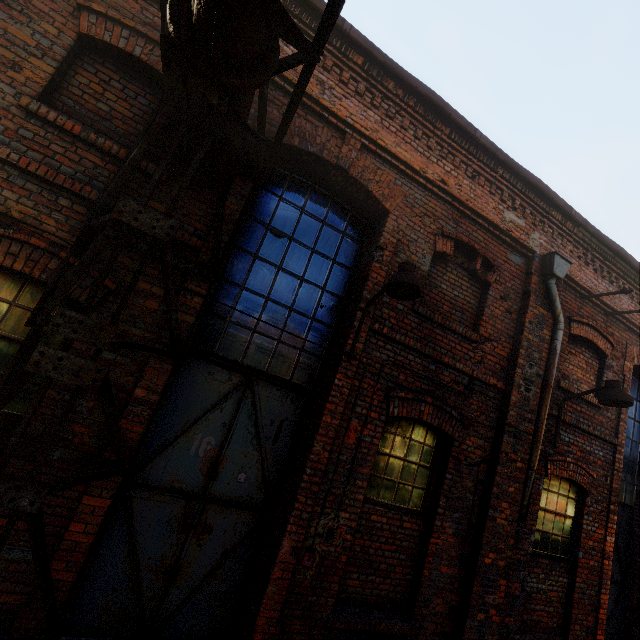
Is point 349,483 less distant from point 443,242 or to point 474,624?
point 474,624

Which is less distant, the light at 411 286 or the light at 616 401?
the light at 411 286

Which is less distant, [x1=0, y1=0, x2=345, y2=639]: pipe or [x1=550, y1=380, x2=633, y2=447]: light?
[x1=0, y1=0, x2=345, y2=639]: pipe

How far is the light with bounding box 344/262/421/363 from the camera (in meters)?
3.61

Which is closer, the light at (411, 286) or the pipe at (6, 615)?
the pipe at (6, 615)

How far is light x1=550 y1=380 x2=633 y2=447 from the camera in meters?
4.9 m

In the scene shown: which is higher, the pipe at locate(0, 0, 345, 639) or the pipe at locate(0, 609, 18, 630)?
the pipe at locate(0, 0, 345, 639)

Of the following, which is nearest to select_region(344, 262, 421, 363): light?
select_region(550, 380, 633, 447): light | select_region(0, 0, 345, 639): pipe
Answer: select_region(0, 0, 345, 639): pipe
